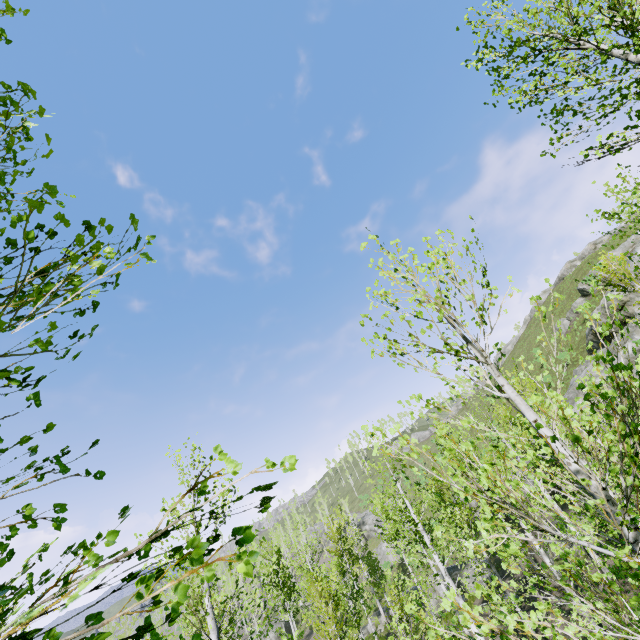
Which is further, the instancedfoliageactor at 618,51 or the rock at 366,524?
the rock at 366,524

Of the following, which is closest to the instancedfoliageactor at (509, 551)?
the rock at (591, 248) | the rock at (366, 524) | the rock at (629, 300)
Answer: the rock at (366, 524)

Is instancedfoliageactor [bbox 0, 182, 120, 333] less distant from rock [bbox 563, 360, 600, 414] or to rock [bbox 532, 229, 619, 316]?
rock [bbox 563, 360, 600, 414]

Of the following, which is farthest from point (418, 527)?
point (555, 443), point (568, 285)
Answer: point (568, 285)

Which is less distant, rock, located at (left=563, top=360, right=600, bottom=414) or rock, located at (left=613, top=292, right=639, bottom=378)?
rock, located at (left=613, top=292, right=639, bottom=378)

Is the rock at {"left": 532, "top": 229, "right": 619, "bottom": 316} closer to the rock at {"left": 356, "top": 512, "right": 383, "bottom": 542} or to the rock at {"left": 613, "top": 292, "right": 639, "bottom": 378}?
the rock at {"left": 356, "top": 512, "right": 383, "bottom": 542}

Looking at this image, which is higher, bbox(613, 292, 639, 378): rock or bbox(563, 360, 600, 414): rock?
bbox(613, 292, 639, 378): rock

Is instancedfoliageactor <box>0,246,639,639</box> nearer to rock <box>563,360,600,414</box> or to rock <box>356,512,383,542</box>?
rock <box>356,512,383,542</box>
